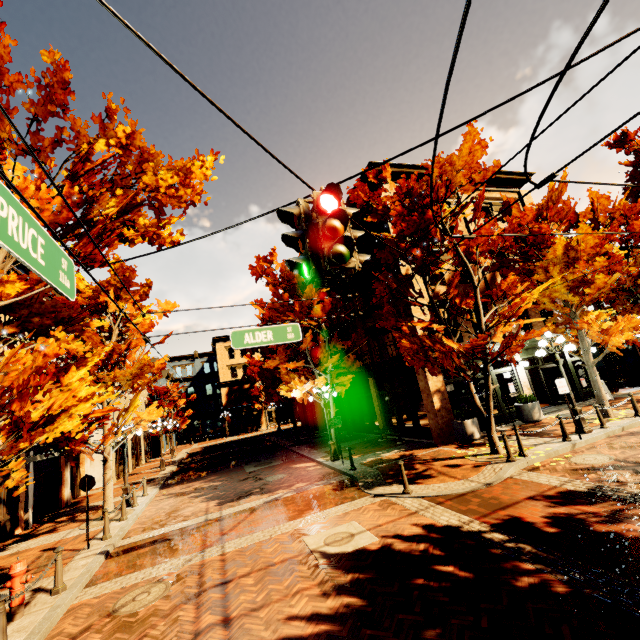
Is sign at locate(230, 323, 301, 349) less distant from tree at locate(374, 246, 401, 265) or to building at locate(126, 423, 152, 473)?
tree at locate(374, 246, 401, 265)

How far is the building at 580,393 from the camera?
17.1 meters

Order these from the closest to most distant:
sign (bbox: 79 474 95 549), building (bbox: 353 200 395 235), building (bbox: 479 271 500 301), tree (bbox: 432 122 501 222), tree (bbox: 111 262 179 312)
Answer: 1. sign (bbox: 79 474 95 549)
2. tree (bbox: 432 122 501 222)
3. tree (bbox: 111 262 179 312)
4. building (bbox: 353 200 395 235)
5. building (bbox: 479 271 500 301)

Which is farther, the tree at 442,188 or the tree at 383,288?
the tree at 383,288

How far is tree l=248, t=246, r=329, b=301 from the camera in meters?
15.3 m

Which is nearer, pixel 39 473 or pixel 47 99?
pixel 47 99

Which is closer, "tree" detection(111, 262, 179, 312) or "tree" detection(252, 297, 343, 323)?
"tree" detection(111, 262, 179, 312)

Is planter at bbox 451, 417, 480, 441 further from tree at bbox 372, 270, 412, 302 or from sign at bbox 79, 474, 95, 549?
sign at bbox 79, 474, 95, 549
